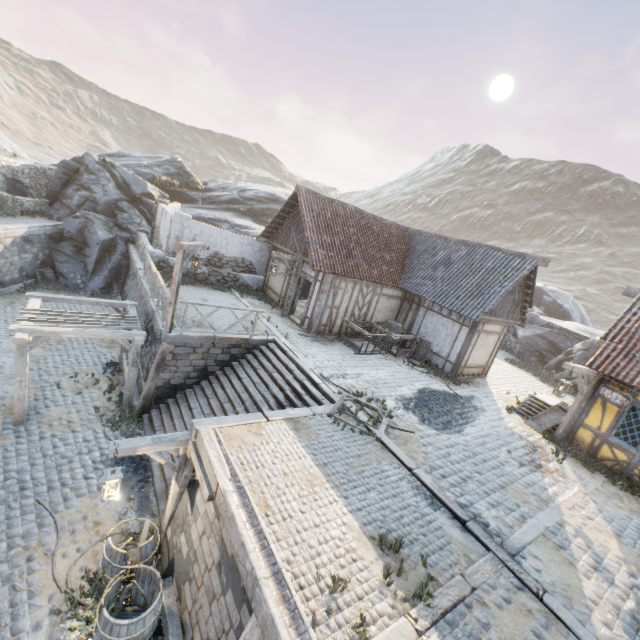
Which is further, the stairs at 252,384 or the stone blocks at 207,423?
the stairs at 252,384

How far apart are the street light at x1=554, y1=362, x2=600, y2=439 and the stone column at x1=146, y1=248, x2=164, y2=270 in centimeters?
1720cm

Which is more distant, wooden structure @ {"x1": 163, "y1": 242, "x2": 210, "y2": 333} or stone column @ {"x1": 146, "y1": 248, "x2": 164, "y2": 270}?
stone column @ {"x1": 146, "y1": 248, "x2": 164, "y2": 270}

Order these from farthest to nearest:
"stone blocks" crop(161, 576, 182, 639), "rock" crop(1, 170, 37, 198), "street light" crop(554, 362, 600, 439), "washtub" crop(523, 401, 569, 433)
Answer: "rock" crop(1, 170, 37, 198)
"washtub" crop(523, 401, 569, 433)
"street light" crop(554, 362, 600, 439)
"stone blocks" crop(161, 576, 182, 639)

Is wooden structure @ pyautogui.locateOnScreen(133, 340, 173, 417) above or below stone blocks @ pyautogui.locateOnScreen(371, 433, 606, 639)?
below

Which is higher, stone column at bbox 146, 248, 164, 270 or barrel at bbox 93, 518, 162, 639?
stone column at bbox 146, 248, 164, 270

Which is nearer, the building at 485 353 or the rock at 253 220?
the building at 485 353

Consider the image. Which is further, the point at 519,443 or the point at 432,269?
the point at 432,269
